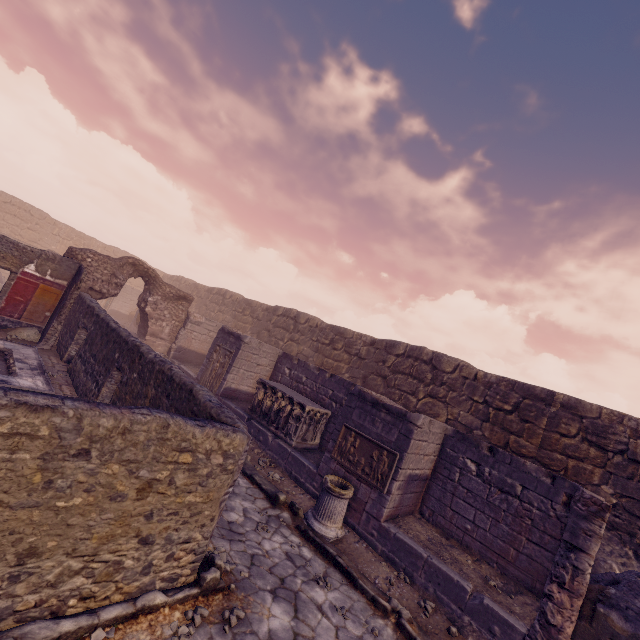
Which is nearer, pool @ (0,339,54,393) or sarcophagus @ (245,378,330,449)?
pool @ (0,339,54,393)

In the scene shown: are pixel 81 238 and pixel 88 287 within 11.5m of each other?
no

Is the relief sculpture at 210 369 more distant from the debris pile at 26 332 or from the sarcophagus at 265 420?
the debris pile at 26 332

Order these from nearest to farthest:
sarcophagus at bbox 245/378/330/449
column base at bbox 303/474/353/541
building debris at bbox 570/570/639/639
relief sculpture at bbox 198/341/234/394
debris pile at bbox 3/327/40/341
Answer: building debris at bbox 570/570/639/639, column base at bbox 303/474/353/541, sarcophagus at bbox 245/378/330/449, debris pile at bbox 3/327/40/341, relief sculpture at bbox 198/341/234/394

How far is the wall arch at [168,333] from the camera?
12.24m

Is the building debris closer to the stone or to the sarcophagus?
the stone

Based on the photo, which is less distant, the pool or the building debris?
the building debris

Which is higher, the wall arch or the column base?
the wall arch
